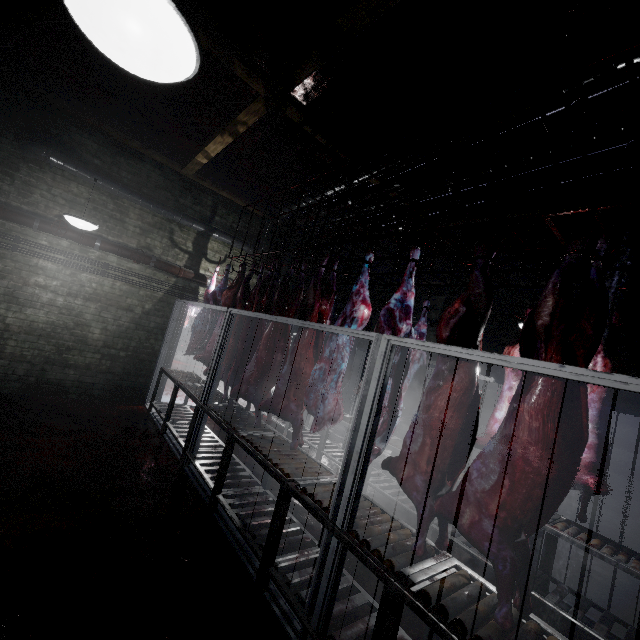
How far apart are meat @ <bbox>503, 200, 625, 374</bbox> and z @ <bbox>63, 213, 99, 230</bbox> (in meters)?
3.30

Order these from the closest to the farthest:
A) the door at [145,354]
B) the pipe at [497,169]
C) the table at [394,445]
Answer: the pipe at [497,169]
the table at [394,445]
the door at [145,354]

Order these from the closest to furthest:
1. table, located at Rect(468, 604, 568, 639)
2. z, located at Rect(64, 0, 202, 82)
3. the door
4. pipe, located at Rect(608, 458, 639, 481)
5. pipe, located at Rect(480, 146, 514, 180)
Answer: z, located at Rect(64, 0, 202, 82) < table, located at Rect(468, 604, 568, 639) < pipe, located at Rect(480, 146, 514, 180) < pipe, located at Rect(608, 458, 639, 481) < the door

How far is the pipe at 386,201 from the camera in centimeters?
405cm

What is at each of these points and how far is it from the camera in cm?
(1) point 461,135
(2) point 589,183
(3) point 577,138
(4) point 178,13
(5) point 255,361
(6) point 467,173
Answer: (1) pipe, 305
(2) pipe, 332
(3) pipe, 288
(4) z, 75
(5) meat, 364
(6) pipe, 376

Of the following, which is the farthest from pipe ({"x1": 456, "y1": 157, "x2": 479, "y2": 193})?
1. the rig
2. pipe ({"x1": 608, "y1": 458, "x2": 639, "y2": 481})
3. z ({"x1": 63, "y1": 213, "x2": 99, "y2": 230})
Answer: z ({"x1": 63, "y1": 213, "x2": 99, "y2": 230})

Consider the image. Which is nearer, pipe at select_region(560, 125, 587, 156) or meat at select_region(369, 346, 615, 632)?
meat at select_region(369, 346, 615, 632)

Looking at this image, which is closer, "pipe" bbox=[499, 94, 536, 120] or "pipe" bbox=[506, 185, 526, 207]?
"pipe" bbox=[499, 94, 536, 120]
